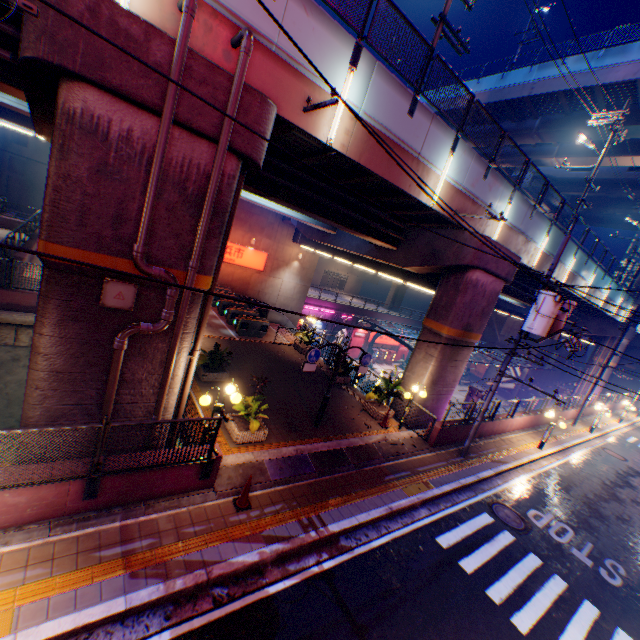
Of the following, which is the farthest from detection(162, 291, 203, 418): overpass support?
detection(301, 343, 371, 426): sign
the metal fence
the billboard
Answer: the billboard

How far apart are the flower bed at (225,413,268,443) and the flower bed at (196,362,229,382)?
2.7m

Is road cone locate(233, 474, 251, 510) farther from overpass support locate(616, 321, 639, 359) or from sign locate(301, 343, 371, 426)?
sign locate(301, 343, 371, 426)

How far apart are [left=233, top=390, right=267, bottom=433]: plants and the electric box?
4.4m

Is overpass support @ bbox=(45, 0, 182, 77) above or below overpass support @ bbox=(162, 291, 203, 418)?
above

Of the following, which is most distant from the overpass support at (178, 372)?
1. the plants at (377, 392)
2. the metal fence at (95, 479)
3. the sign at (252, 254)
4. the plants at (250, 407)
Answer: the sign at (252, 254)

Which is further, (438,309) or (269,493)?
(438,309)

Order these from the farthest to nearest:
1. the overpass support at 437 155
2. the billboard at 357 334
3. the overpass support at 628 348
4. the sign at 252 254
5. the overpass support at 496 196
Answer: the billboard at 357 334 < the overpass support at 628 348 < the sign at 252 254 < the overpass support at 496 196 < the overpass support at 437 155
